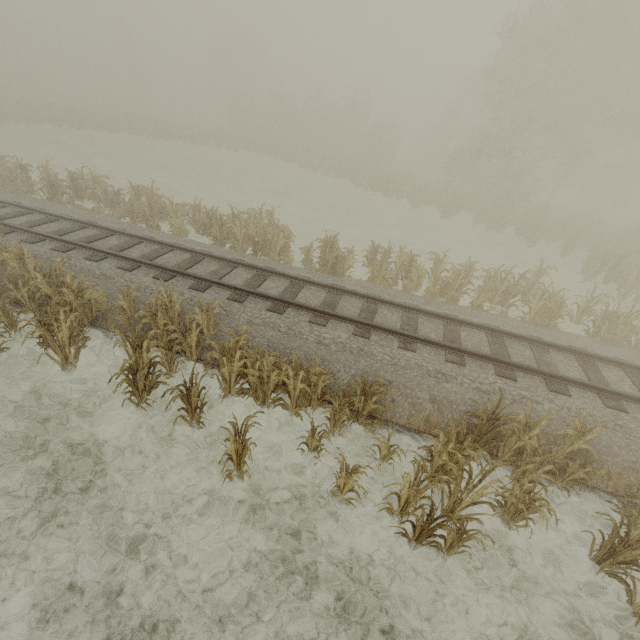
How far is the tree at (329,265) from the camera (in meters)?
12.10

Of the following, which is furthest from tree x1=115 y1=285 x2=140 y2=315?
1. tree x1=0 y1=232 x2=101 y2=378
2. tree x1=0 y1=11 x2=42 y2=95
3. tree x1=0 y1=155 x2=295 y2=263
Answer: tree x1=0 y1=11 x2=42 y2=95

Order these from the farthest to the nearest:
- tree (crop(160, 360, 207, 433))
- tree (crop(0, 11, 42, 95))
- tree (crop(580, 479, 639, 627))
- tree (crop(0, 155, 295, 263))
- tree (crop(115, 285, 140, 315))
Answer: tree (crop(0, 11, 42, 95))
tree (crop(0, 155, 295, 263))
tree (crop(115, 285, 140, 315))
tree (crop(160, 360, 207, 433))
tree (crop(580, 479, 639, 627))

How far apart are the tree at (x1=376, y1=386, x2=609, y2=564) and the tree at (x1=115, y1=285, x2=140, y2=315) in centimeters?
799cm

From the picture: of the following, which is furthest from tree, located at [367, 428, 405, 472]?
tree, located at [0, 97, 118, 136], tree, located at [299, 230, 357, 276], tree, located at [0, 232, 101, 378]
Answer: tree, located at [0, 97, 118, 136]

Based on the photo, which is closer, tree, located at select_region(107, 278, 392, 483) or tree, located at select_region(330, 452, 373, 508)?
tree, located at select_region(330, 452, 373, 508)

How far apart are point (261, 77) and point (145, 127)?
31.6 meters

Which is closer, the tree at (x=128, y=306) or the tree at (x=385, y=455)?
the tree at (x=385, y=455)
